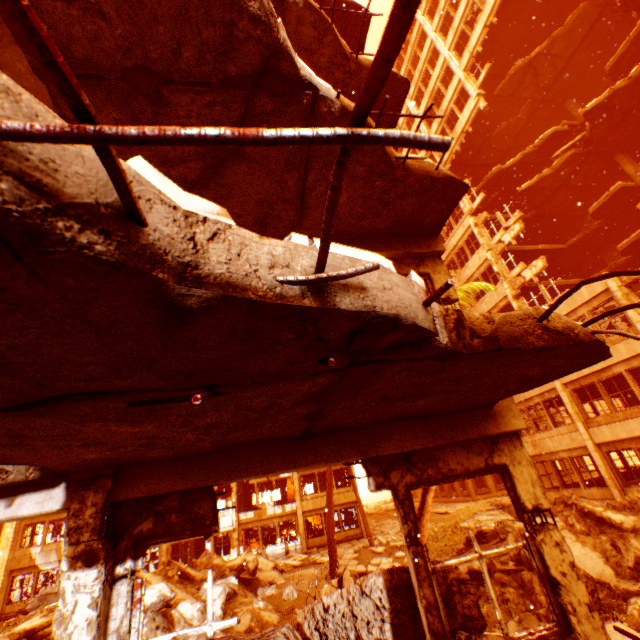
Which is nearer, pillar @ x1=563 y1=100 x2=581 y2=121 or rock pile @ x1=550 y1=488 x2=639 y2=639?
rock pile @ x1=550 y1=488 x2=639 y2=639

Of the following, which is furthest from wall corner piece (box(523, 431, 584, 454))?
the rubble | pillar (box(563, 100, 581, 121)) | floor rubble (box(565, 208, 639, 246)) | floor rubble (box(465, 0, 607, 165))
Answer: floor rubble (box(565, 208, 639, 246))

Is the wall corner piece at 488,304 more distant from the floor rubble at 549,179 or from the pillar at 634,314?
the pillar at 634,314

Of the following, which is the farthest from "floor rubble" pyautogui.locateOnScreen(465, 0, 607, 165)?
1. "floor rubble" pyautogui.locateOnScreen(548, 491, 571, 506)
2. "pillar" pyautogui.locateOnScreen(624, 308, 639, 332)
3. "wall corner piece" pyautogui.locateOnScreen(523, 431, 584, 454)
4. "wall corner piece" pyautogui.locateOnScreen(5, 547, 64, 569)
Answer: "wall corner piece" pyautogui.locateOnScreen(5, 547, 64, 569)

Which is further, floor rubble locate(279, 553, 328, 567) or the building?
the building

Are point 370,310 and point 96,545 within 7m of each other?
yes

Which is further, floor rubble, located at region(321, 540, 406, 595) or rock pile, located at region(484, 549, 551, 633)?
floor rubble, located at region(321, 540, 406, 595)

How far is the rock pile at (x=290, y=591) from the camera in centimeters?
1238cm
